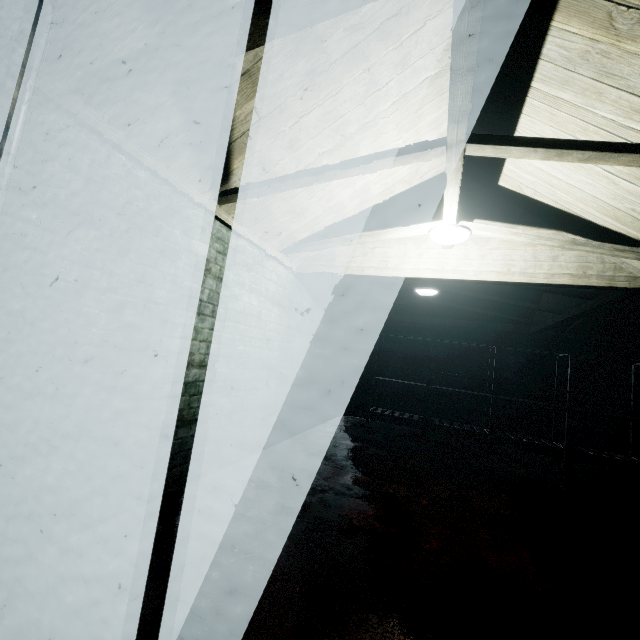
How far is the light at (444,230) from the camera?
2.58m

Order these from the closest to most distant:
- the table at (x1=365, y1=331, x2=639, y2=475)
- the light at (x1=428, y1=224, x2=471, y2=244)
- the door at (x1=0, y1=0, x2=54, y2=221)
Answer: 1. the door at (x1=0, y1=0, x2=54, y2=221)
2. the light at (x1=428, y1=224, x2=471, y2=244)
3. the table at (x1=365, y1=331, x2=639, y2=475)

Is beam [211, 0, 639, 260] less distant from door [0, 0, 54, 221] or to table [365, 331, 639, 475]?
door [0, 0, 54, 221]

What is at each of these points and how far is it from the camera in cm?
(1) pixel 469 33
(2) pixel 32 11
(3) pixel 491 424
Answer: (1) beam, 114
(2) door, 87
(3) table, 504

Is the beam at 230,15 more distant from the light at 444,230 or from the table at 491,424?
the table at 491,424

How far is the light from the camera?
2.6 meters

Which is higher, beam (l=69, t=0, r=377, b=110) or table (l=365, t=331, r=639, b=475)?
beam (l=69, t=0, r=377, b=110)
